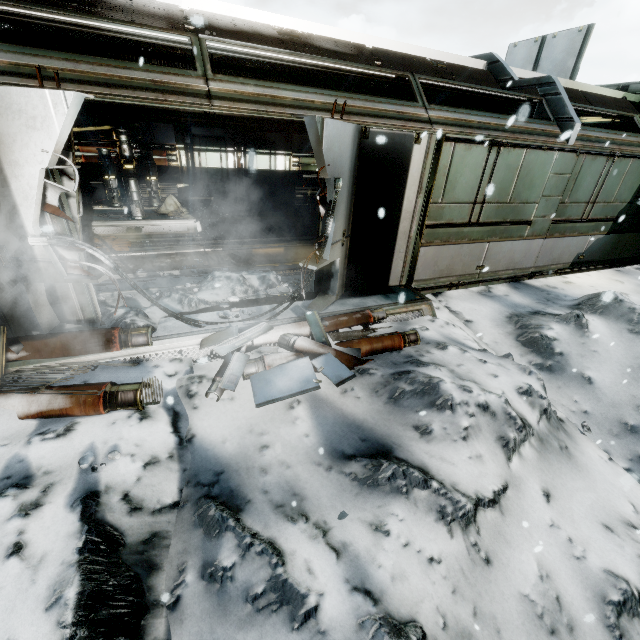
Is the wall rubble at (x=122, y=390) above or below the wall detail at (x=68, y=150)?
below

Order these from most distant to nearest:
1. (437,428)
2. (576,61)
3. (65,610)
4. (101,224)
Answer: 1. (576,61)
2. (101,224)
3. (437,428)
4. (65,610)

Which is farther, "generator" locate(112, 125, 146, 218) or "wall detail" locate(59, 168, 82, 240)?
"generator" locate(112, 125, 146, 218)

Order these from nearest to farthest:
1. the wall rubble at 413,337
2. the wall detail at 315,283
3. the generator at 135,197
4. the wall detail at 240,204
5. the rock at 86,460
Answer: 1. the rock at 86,460
2. the wall rubble at 413,337
3. the wall detail at 315,283
4. the generator at 135,197
5. the wall detail at 240,204

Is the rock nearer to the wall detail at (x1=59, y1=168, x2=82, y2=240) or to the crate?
the wall detail at (x1=59, y1=168, x2=82, y2=240)

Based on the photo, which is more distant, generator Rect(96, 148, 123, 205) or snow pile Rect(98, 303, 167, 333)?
generator Rect(96, 148, 123, 205)

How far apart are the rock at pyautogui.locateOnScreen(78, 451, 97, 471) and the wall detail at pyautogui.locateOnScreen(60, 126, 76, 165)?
2.5m

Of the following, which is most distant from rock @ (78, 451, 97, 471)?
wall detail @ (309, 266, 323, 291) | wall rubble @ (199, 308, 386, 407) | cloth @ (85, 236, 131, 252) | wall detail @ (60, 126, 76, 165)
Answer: cloth @ (85, 236, 131, 252)
